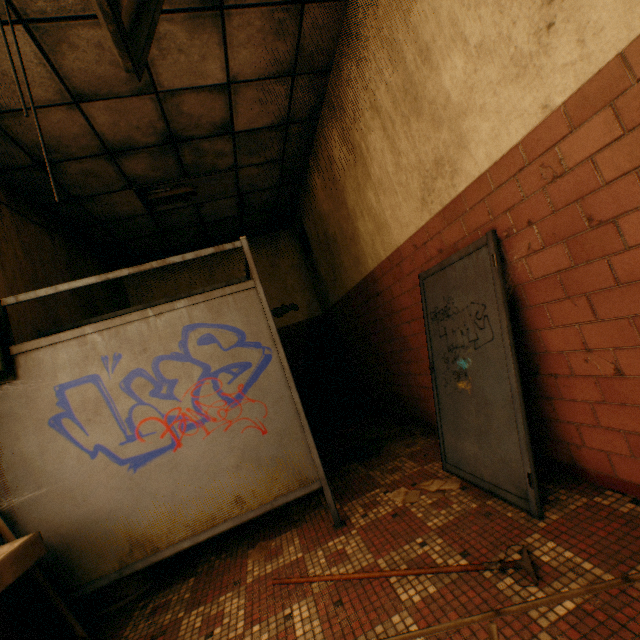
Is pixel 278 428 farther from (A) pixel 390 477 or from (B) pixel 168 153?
(B) pixel 168 153

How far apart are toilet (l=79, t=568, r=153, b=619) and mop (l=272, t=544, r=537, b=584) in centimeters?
116cm

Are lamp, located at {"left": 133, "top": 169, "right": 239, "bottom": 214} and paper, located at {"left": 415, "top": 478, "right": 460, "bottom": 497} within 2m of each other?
no

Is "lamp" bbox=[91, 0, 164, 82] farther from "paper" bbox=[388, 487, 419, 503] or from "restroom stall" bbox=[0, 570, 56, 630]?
"paper" bbox=[388, 487, 419, 503]

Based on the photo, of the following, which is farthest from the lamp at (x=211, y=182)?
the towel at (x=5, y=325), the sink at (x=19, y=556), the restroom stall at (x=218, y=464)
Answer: the sink at (x=19, y=556)

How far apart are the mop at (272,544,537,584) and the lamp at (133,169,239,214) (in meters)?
4.39

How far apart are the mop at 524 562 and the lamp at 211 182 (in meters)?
4.39

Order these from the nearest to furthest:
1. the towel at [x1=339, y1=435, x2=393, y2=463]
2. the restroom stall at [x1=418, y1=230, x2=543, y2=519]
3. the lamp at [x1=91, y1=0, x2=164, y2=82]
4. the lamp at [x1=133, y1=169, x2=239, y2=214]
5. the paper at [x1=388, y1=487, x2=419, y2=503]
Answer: the lamp at [x1=91, y1=0, x2=164, y2=82] < the restroom stall at [x1=418, y1=230, x2=543, y2=519] < the paper at [x1=388, y1=487, x2=419, y2=503] < the towel at [x1=339, y1=435, x2=393, y2=463] < the lamp at [x1=133, y1=169, x2=239, y2=214]
